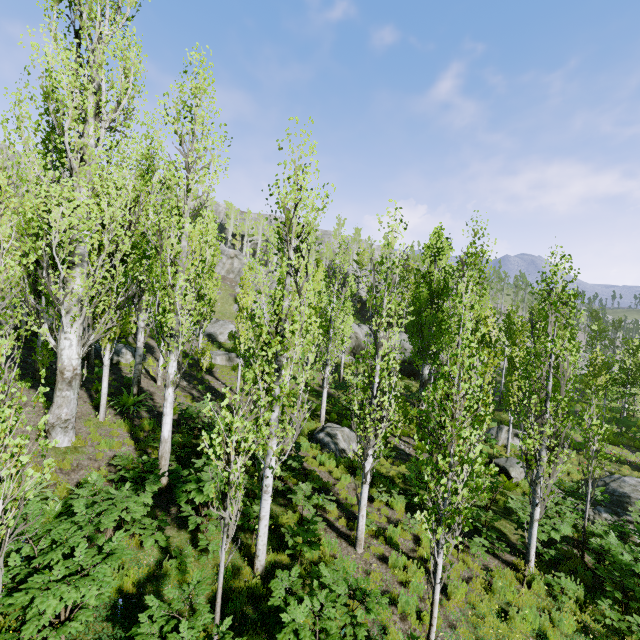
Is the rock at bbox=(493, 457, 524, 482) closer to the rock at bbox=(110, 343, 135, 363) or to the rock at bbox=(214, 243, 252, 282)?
the rock at bbox=(214, 243, 252, 282)

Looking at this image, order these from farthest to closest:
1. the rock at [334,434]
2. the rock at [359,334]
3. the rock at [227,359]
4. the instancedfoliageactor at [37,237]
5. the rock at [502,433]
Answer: the rock at [359,334] → the rock at [227,359] → the rock at [502,433] → the rock at [334,434] → the instancedfoliageactor at [37,237]

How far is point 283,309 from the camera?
7.4m

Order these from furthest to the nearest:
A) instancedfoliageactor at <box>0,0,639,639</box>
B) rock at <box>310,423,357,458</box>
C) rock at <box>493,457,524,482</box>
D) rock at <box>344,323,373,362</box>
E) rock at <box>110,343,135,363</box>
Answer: rock at <box>344,323,373,362</box> → rock at <box>110,343,135,363</box> → rock at <box>493,457,524,482</box> → rock at <box>310,423,357,458</box> → instancedfoliageactor at <box>0,0,639,639</box>

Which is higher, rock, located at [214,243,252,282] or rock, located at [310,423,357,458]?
rock, located at [214,243,252,282]

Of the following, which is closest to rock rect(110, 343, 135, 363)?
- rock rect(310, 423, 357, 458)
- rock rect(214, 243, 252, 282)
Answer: rock rect(214, 243, 252, 282)

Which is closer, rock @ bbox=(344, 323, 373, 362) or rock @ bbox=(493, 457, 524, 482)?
rock @ bbox=(493, 457, 524, 482)

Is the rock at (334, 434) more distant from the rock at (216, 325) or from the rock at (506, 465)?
the rock at (216, 325)
